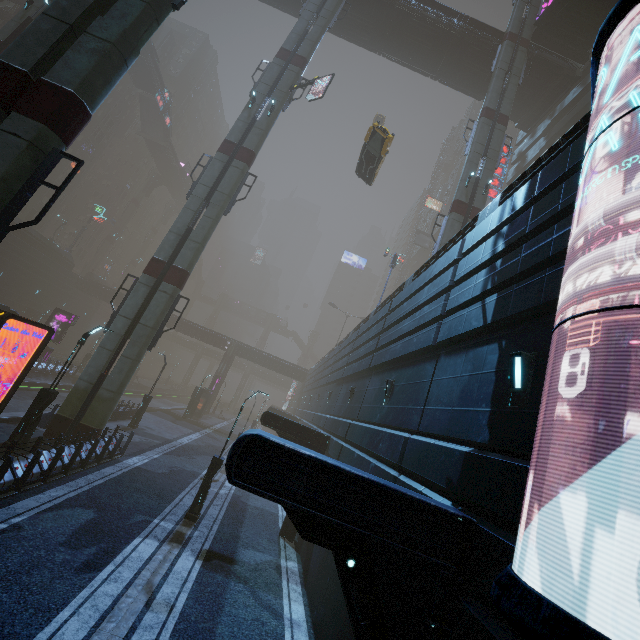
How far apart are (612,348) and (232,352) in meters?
50.7 m

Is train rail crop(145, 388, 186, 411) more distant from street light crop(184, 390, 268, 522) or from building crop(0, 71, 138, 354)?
street light crop(184, 390, 268, 522)

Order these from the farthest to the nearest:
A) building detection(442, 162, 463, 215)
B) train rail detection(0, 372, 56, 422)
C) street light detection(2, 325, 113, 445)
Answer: building detection(442, 162, 463, 215) → train rail detection(0, 372, 56, 422) → street light detection(2, 325, 113, 445)

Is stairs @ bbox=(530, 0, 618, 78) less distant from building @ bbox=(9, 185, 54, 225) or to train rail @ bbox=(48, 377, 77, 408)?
building @ bbox=(9, 185, 54, 225)

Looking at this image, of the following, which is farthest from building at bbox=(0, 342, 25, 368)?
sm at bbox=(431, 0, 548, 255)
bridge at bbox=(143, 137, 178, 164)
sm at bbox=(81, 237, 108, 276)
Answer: bridge at bbox=(143, 137, 178, 164)

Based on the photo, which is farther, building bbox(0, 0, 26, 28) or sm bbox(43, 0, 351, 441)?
building bbox(0, 0, 26, 28)

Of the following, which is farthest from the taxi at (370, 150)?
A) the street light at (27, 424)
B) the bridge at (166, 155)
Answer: the bridge at (166, 155)

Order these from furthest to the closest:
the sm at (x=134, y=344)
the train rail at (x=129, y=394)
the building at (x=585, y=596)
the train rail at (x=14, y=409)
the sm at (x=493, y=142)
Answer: the train rail at (x=129, y=394) < the sm at (x=493, y=142) < the train rail at (x=14, y=409) < the sm at (x=134, y=344) < the building at (x=585, y=596)
